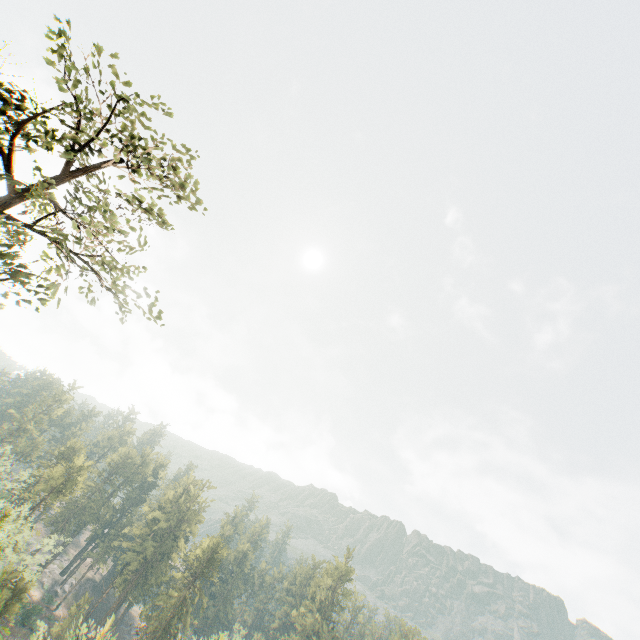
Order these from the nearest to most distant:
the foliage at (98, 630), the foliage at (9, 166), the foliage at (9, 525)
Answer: the foliage at (98, 630) → the foliage at (9, 166) → the foliage at (9, 525)

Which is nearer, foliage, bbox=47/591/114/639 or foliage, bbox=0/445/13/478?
foliage, bbox=47/591/114/639

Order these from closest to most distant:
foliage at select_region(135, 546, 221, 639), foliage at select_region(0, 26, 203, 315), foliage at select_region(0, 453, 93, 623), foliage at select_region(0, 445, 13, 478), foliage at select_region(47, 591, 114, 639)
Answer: foliage at select_region(47, 591, 114, 639)
foliage at select_region(0, 26, 203, 315)
foliage at select_region(0, 453, 93, 623)
foliage at select_region(135, 546, 221, 639)
foliage at select_region(0, 445, 13, 478)

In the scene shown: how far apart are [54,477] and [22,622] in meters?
24.9 m

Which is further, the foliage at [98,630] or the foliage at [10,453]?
the foliage at [10,453]

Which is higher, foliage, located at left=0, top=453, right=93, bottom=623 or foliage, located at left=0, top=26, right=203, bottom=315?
foliage, located at left=0, top=26, right=203, bottom=315
